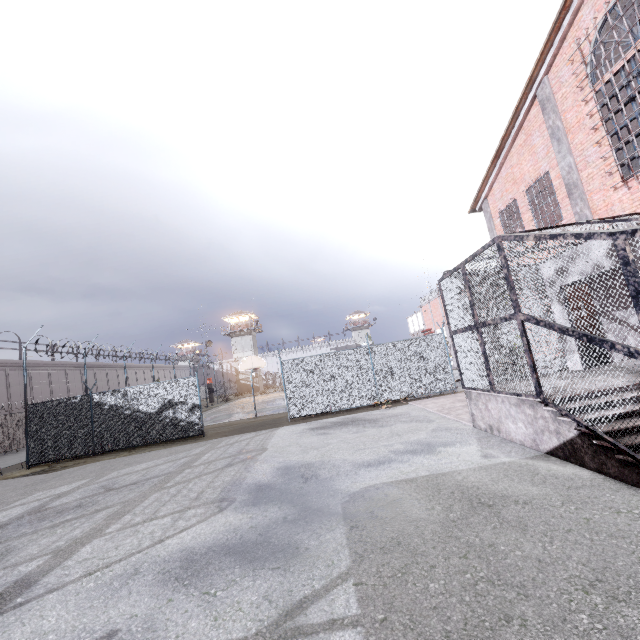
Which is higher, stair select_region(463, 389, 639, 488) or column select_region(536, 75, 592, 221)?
column select_region(536, 75, 592, 221)

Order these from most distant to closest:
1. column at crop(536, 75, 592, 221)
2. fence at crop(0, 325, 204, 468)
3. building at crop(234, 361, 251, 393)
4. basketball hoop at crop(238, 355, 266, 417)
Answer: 1. building at crop(234, 361, 251, 393)
2. basketball hoop at crop(238, 355, 266, 417)
3. fence at crop(0, 325, 204, 468)
4. column at crop(536, 75, 592, 221)

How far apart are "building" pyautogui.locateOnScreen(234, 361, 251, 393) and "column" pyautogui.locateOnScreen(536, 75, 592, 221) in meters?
54.2 m

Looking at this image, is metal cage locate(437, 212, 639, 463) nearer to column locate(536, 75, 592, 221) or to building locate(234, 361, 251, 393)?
column locate(536, 75, 592, 221)

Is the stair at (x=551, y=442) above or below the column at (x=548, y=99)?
below

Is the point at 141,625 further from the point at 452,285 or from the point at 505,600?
the point at 452,285

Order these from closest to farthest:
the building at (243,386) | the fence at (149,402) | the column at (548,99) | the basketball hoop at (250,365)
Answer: the column at (548,99), the fence at (149,402), the basketball hoop at (250,365), the building at (243,386)

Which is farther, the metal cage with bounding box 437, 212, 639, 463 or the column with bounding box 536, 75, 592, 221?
the column with bounding box 536, 75, 592, 221
